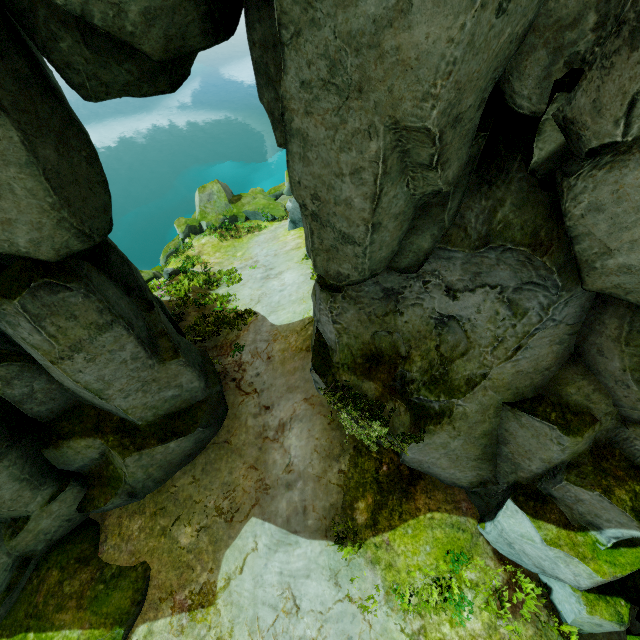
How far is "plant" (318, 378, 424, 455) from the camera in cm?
663

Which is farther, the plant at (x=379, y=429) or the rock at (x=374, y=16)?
the plant at (x=379, y=429)

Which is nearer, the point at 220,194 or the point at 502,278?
the point at 502,278

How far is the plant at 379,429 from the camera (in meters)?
6.63

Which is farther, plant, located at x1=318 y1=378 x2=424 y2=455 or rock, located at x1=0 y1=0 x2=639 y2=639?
plant, located at x1=318 y1=378 x2=424 y2=455
